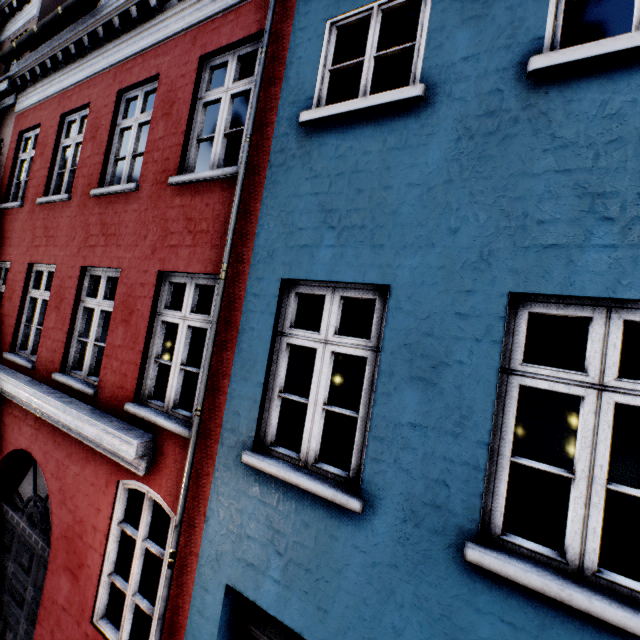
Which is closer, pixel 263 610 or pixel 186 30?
pixel 263 610
